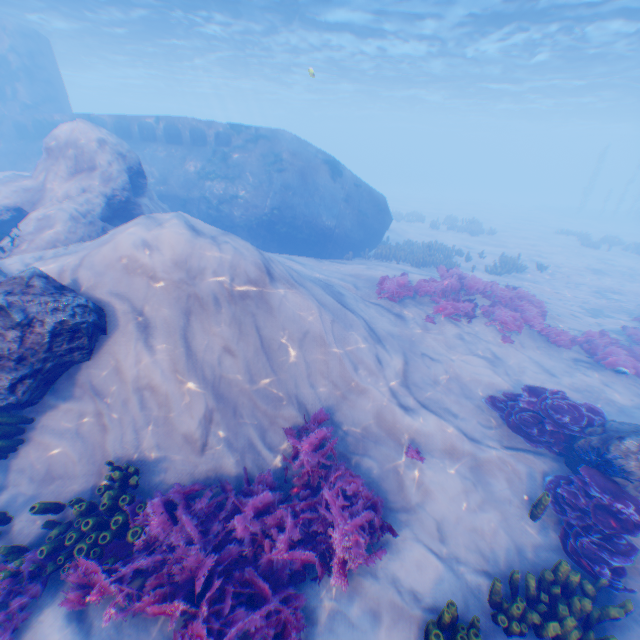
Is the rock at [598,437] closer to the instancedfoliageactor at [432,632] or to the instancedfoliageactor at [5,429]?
the instancedfoliageactor at [432,632]

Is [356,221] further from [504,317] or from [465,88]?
[465,88]

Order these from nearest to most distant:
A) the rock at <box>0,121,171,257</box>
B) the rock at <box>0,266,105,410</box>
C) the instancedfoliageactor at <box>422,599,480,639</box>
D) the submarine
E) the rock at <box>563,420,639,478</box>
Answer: the instancedfoliageactor at <box>422,599,480,639</box>, the rock at <box>0,266,105,410</box>, the rock at <box>563,420,639,478</box>, the rock at <box>0,121,171,257</box>, the submarine

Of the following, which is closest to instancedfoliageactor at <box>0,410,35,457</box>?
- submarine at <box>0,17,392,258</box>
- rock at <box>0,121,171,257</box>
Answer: rock at <box>0,121,171,257</box>

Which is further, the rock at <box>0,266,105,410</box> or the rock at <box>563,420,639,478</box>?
the rock at <box>563,420,639,478</box>

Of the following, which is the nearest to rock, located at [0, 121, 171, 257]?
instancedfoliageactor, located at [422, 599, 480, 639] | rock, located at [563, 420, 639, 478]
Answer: instancedfoliageactor, located at [422, 599, 480, 639]

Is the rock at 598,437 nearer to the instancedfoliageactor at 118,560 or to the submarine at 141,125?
the submarine at 141,125
